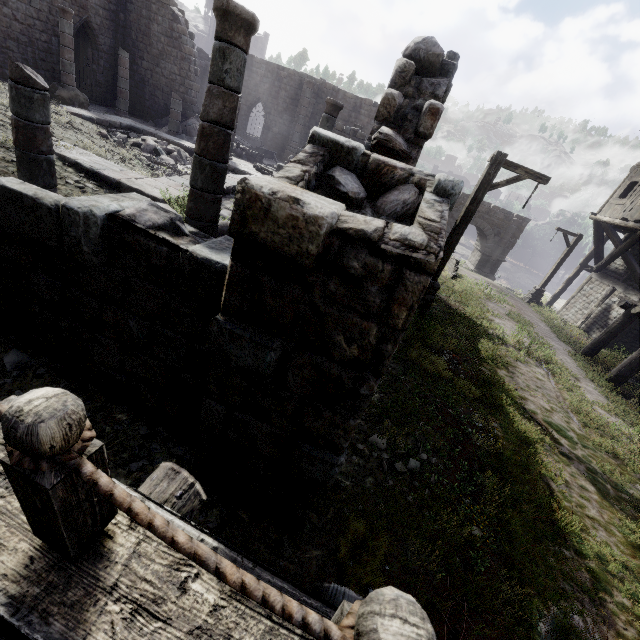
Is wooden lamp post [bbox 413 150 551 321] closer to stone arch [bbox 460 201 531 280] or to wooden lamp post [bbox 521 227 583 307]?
wooden lamp post [bbox 521 227 583 307]

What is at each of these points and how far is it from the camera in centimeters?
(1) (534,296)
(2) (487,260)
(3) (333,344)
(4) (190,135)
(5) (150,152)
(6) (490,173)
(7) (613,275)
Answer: (1) wooden lamp post, 2023cm
(2) stone arch, 2872cm
(3) building, 238cm
(4) rubble, 1950cm
(5) rubble, 1350cm
(6) wooden lamp post, 815cm
(7) building, 1788cm

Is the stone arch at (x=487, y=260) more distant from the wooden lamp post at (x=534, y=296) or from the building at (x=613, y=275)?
the wooden lamp post at (x=534, y=296)

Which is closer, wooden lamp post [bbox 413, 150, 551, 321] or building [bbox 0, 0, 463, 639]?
building [bbox 0, 0, 463, 639]

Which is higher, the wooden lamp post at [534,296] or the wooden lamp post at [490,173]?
the wooden lamp post at [490,173]

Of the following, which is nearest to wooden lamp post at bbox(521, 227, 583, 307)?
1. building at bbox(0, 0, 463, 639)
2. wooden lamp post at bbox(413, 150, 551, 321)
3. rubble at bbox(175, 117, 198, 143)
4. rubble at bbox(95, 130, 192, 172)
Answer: building at bbox(0, 0, 463, 639)

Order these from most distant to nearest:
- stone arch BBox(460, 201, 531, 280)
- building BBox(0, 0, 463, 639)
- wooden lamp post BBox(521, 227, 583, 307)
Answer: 1. stone arch BBox(460, 201, 531, 280)
2. wooden lamp post BBox(521, 227, 583, 307)
3. building BBox(0, 0, 463, 639)

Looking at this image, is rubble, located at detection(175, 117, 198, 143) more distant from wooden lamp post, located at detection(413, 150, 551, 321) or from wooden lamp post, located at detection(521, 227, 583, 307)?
wooden lamp post, located at detection(521, 227, 583, 307)
